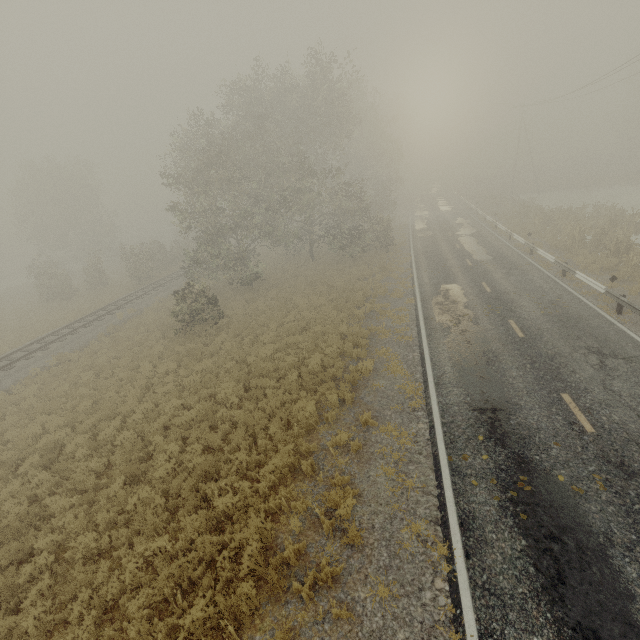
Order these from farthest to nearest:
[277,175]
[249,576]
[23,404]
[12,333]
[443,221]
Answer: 1. [443,221]
2. [277,175]
3. [12,333]
4. [23,404]
5. [249,576]

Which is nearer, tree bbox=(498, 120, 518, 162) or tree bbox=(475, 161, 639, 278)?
tree bbox=(475, 161, 639, 278)

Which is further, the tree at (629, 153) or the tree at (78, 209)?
the tree at (629, 153)

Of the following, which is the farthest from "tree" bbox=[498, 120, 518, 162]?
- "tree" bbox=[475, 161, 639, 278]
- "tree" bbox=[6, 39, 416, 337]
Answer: "tree" bbox=[6, 39, 416, 337]

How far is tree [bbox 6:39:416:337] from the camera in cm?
2088

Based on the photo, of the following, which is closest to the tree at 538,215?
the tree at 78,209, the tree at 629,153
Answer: the tree at 629,153

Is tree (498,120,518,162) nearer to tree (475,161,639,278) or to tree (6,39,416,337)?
tree (475,161,639,278)
